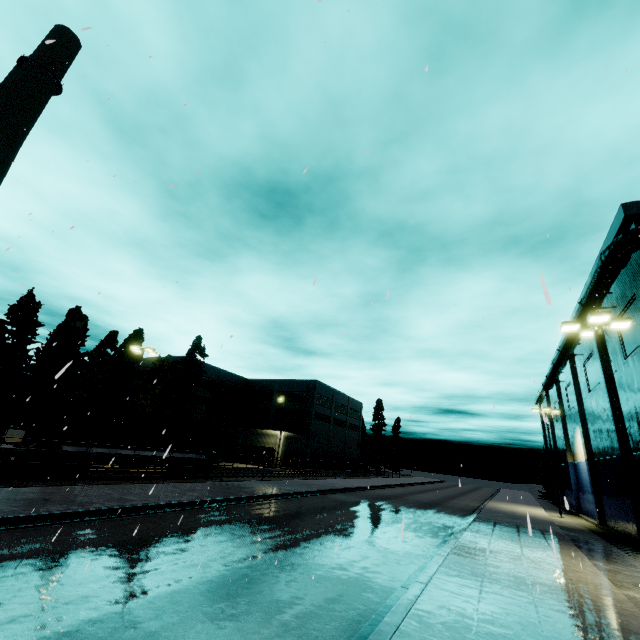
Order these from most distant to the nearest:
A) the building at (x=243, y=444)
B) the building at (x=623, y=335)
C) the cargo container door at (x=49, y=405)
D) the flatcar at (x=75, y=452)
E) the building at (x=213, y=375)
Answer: the building at (x=213, y=375)
the building at (x=243, y=444)
the building at (x=623, y=335)
the cargo container door at (x=49, y=405)
the flatcar at (x=75, y=452)

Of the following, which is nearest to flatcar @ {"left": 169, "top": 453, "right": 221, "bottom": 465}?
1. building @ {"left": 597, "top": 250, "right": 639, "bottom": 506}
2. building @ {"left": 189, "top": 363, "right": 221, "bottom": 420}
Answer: building @ {"left": 189, "top": 363, "right": 221, "bottom": 420}

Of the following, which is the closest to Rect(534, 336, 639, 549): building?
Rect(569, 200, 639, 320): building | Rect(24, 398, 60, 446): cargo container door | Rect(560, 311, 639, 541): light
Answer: Rect(569, 200, 639, 320): building

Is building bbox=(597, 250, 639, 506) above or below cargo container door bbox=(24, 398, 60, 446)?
above

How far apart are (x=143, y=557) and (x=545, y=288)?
11.57m

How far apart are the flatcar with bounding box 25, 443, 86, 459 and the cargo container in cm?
2

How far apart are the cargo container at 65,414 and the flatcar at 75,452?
0.02m

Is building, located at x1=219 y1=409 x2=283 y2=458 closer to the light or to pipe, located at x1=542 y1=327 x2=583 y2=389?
pipe, located at x1=542 y1=327 x2=583 y2=389
